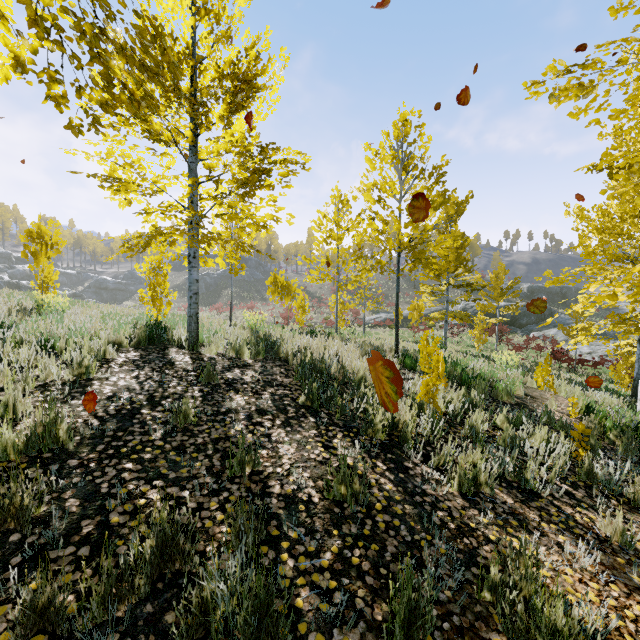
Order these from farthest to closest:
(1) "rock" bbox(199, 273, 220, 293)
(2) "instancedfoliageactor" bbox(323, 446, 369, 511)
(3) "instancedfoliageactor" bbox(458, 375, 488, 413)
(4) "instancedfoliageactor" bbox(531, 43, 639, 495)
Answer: (1) "rock" bbox(199, 273, 220, 293)
(3) "instancedfoliageactor" bbox(458, 375, 488, 413)
(4) "instancedfoliageactor" bbox(531, 43, 639, 495)
(2) "instancedfoliageactor" bbox(323, 446, 369, 511)

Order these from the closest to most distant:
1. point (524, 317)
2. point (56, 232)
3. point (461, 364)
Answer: point (56, 232) < point (461, 364) < point (524, 317)

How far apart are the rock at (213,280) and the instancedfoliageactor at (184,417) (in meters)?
56.17

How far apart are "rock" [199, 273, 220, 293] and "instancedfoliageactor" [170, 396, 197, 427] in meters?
56.2

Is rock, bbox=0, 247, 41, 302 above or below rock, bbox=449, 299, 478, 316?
above

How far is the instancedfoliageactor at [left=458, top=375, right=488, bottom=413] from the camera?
5.2 meters

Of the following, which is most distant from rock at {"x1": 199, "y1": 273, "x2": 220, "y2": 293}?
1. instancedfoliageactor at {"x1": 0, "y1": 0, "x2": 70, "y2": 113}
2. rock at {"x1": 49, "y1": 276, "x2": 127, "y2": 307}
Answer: instancedfoliageactor at {"x1": 0, "y1": 0, "x2": 70, "y2": 113}

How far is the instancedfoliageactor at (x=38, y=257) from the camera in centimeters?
781cm
